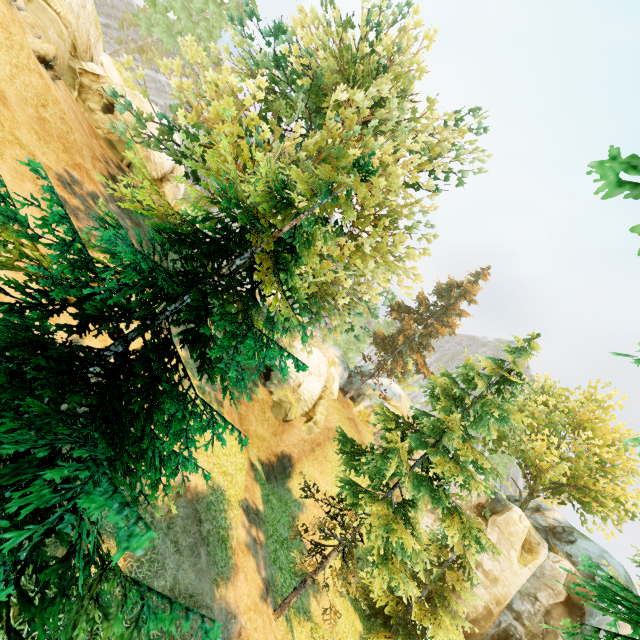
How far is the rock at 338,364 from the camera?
33.1 meters

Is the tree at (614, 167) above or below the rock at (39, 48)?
above

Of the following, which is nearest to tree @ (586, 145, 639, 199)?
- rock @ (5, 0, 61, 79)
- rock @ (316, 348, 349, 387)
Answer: rock @ (316, 348, 349, 387)

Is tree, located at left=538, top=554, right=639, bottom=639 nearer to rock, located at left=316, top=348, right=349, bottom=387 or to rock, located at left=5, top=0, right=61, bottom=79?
rock, located at left=316, top=348, right=349, bottom=387

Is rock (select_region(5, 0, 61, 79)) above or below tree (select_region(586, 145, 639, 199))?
below

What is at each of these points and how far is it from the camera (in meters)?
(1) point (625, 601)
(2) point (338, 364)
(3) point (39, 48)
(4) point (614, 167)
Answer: (1) tree, 3.71
(2) rock, 33.41
(3) rock, 12.06
(4) tree, 1.50

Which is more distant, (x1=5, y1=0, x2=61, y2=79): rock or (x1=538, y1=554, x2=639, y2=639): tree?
(x1=5, y1=0, x2=61, y2=79): rock
